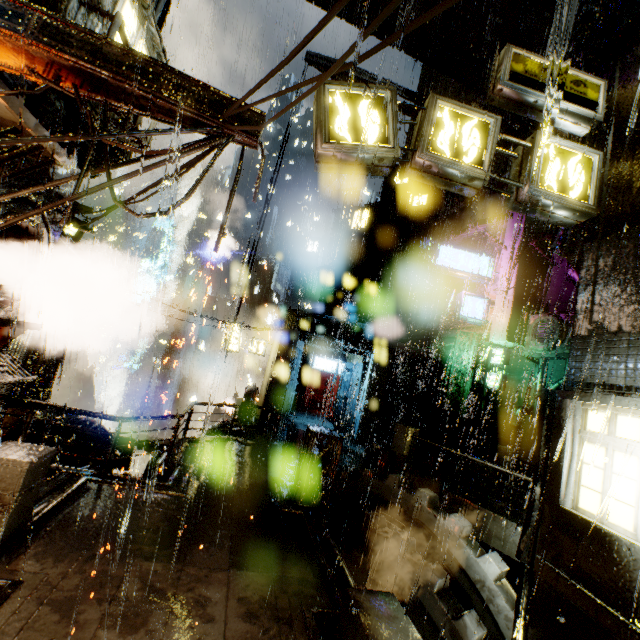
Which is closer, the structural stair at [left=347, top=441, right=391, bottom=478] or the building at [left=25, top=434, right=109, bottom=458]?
the building at [left=25, top=434, right=109, bottom=458]

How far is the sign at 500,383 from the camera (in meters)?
17.41

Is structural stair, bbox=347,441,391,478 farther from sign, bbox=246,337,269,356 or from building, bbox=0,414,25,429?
sign, bbox=246,337,269,356

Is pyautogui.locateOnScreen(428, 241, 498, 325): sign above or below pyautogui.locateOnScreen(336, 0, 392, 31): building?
below

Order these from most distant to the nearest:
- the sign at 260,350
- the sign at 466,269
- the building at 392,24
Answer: the sign at 260,350, the sign at 466,269, the building at 392,24

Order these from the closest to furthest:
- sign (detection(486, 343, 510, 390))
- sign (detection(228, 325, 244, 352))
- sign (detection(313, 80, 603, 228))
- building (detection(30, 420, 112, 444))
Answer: sign (detection(313, 80, 603, 228))
building (detection(30, 420, 112, 444))
sign (detection(486, 343, 510, 390))
sign (detection(228, 325, 244, 352))

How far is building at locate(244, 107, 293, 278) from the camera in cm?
2225

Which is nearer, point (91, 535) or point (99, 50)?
point (99, 50)
